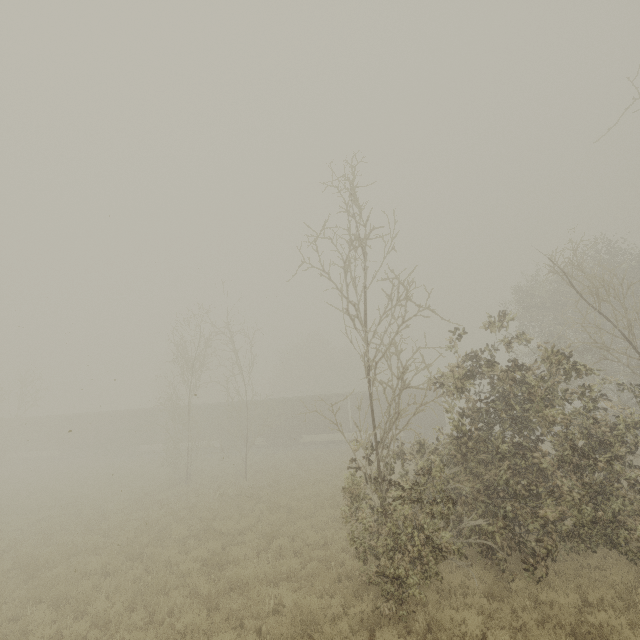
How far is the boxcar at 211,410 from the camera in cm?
3384

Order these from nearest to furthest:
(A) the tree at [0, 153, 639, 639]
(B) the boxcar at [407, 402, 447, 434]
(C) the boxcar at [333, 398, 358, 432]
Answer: (A) the tree at [0, 153, 639, 639] → (B) the boxcar at [407, 402, 447, 434] → (C) the boxcar at [333, 398, 358, 432]

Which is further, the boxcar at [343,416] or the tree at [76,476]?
the boxcar at [343,416]

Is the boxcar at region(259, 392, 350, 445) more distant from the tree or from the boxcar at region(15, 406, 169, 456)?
the tree

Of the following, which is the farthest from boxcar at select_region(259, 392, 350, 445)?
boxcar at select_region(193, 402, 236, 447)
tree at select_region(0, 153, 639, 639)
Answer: tree at select_region(0, 153, 639, 639)

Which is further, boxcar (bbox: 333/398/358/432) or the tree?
boxcar (bbox: 333/398/358/432)

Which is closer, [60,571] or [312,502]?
[60,571]
